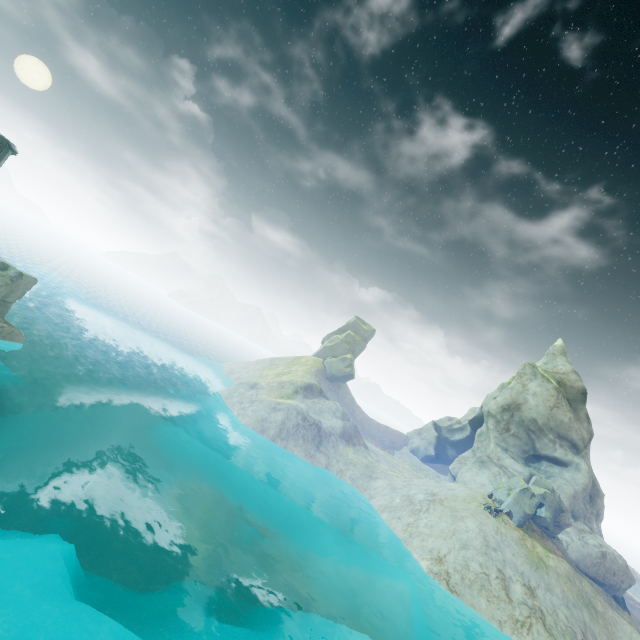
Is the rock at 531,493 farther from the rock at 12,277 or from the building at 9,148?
the building at 9,148

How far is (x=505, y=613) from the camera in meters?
25.8 m

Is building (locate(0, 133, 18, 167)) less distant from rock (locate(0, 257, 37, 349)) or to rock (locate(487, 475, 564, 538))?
rock (locate(0, 257, 37, 349))

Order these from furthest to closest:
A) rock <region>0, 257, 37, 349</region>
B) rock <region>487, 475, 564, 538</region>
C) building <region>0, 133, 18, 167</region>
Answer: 1. rock <region>487, 475, 564, 538</region>
2. rock <region>0, 257, 37, 349</region>
3. building <region>0, 133, 18, 167</region>

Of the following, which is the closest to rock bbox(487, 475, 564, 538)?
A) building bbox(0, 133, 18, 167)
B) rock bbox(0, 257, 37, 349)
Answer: rock bbox(0, 257, 37, 349)

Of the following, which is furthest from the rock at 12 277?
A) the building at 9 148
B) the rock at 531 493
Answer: the rock at 531 493

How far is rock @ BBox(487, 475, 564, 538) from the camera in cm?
3400

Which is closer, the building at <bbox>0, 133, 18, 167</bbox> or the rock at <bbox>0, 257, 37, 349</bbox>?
the building at <bbox>0, 133, 18, 167</bbox>
